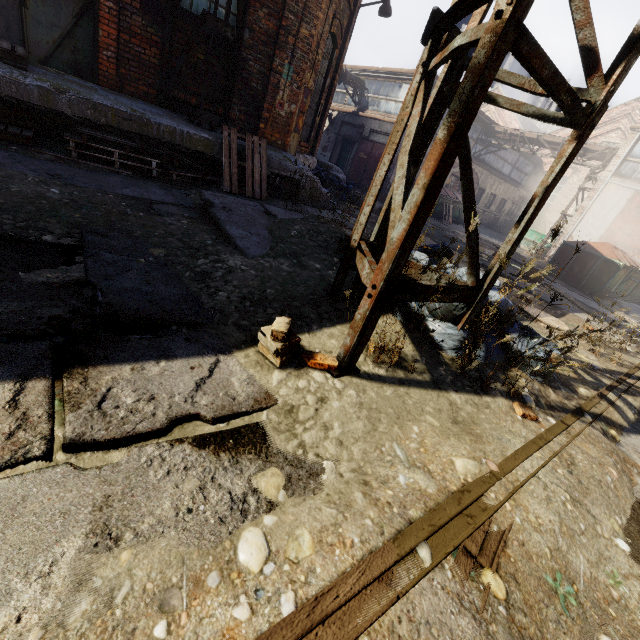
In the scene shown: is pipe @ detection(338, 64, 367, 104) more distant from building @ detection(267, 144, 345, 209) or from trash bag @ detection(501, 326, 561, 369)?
trash bag @ detection(501, 326, 561, 369)

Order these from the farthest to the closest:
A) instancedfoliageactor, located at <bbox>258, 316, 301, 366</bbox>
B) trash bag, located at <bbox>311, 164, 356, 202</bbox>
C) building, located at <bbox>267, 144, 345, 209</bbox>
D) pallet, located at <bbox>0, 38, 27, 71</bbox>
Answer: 1. trash bag, located at <bbox>311, 164, 356, 202</bbox>
2. building, located at <bbox>267, 144, 345, 209</bbox>
3. pallet, located at <bbox>0, 38, 27, 71</bbox>
4. instancedfoliageactor, located at <bbox>258, 316, 301, 366</bbox>

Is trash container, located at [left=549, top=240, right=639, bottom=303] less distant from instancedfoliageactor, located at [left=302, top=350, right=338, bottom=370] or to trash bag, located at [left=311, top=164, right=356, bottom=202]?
trash bag, located at [left=311, top=164, right=356, bottom=202]

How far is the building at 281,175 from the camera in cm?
653

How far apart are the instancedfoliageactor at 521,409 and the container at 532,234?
22.04m

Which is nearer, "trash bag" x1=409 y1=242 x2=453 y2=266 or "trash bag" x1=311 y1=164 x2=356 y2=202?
"trash bag" x1=409 y1=242 x2=453 y2=266

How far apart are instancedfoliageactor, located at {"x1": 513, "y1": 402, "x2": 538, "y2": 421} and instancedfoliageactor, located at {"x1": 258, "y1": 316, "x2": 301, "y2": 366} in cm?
140

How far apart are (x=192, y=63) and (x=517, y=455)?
8.0m
